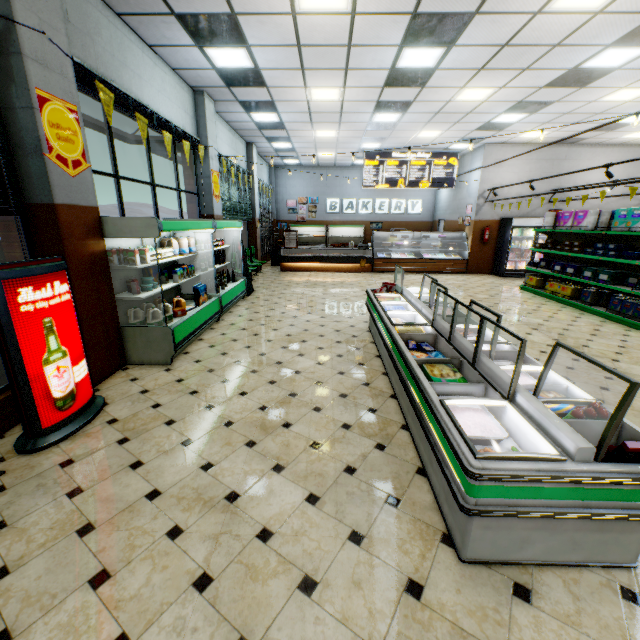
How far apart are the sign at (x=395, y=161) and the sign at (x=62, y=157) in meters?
11.7

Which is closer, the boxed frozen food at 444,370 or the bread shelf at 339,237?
the boxed frozen food at 444,370

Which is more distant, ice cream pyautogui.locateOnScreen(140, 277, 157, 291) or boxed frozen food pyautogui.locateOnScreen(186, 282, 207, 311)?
boxed frozen food pyautogui.locateOnScreen(186, 282, 207, 311)

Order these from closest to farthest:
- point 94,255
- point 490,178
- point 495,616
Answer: point 495,616 < point 94,255 < point 490,178

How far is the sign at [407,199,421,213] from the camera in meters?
17.9

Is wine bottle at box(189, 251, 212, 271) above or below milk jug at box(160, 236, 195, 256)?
below

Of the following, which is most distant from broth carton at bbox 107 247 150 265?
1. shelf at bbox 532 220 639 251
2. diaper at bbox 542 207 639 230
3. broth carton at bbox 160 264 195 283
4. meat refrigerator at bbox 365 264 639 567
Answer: diaper at bbox 542 207 639 230
